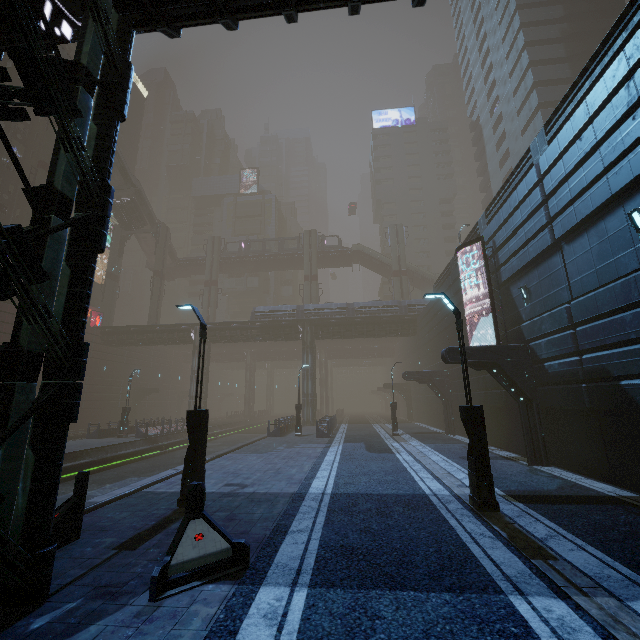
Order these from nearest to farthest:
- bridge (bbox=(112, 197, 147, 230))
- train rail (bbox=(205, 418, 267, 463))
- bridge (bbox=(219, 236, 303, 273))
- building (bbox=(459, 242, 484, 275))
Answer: building (bbox=(459, 242, 484, 275))
train rail (bbox=(205, 418, 267, 463))
bridge (bbox=(112, 197, 147, 230))
bridge (bbox=(219, 236, 303, 273))

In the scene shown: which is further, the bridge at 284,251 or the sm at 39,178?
the bridge at 284,251

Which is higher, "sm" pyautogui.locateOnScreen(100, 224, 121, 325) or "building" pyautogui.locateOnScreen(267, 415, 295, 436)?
"sm" pyautogui.locateOnScreen(100, 224, 121, 325)

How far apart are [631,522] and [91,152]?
13.6m

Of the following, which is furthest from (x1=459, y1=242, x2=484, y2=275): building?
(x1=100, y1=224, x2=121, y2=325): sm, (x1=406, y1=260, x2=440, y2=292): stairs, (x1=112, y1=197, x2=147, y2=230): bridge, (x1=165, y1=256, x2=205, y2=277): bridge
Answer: (x1=112, y1=197, x2=147, y2=230): bridge

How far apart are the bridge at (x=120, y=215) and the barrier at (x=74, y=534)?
48.8 meters

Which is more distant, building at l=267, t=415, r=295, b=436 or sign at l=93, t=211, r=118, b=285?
sign at l=93, t=211, r=118, b=285

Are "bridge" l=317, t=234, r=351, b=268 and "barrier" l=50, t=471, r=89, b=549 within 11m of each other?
no
